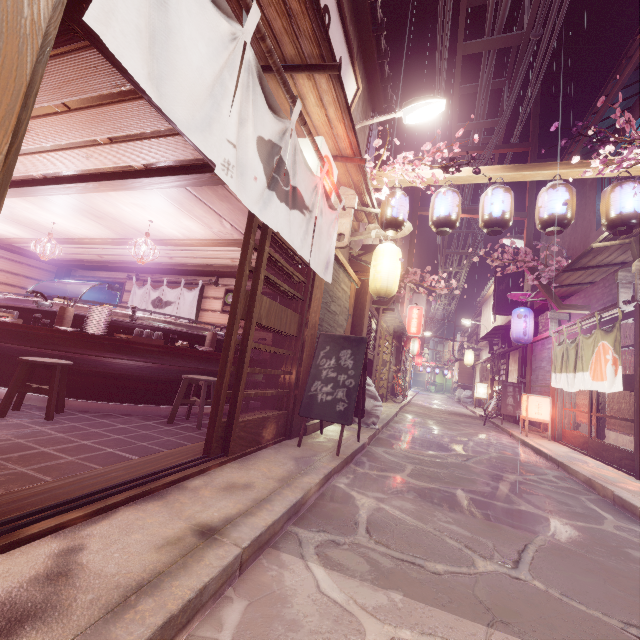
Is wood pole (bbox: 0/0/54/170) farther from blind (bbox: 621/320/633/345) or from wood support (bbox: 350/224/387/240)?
blind (bbox: 621/320/633/345)

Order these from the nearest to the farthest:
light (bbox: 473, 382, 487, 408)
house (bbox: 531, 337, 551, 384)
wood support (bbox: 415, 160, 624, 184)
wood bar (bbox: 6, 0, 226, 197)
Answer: wood bar (bbox: 6, 0, 226, 197)
wood support (bbox: 415, 160, 624, 184)
house (bbox: 531, 337, 551, 384)
light (bbox: 473, 382, 487, 408)

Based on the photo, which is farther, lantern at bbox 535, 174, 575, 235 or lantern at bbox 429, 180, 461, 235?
lantern at bbox 429, 180, 461, 235

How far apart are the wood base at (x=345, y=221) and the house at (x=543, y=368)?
14.1 meters

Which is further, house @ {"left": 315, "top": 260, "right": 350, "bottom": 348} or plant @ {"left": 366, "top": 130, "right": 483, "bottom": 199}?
house @ {"left": 315, "top": 260, "right": 350, "bottom": 348}

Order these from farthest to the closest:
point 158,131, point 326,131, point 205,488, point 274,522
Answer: point 326,131 → point 158,131 → point 205,488 → point 274,522

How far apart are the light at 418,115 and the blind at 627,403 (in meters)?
10.66

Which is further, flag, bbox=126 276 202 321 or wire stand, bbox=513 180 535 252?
wire stand, bbox=513 180 535 252
